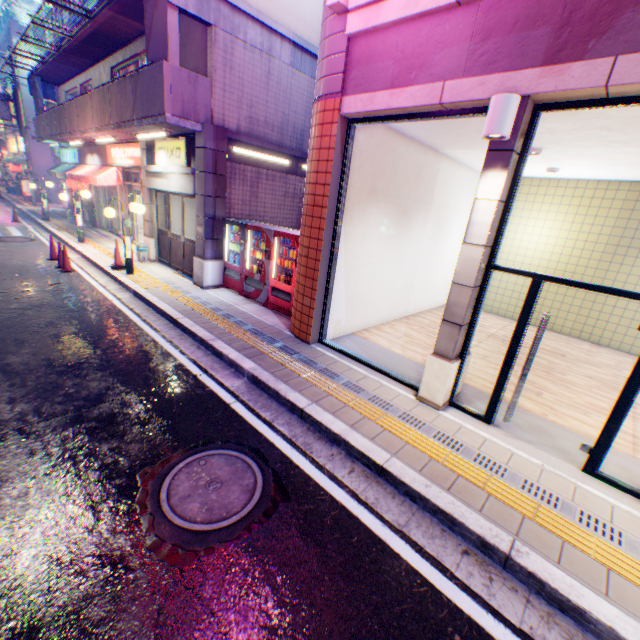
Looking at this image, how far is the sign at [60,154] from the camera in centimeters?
1694cm

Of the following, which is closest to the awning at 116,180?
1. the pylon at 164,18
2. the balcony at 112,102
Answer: the balcony at 112,102

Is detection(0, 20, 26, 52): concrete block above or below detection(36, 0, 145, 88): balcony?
above

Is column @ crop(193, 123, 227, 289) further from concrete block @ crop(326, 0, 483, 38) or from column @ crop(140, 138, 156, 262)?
concrete block @ crop(326, 0, 483, 38)

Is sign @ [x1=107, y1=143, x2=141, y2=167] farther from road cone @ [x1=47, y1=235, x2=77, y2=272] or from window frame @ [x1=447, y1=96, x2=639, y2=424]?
window frame @ [x1=447, y1=96, x2=639, y2=424]

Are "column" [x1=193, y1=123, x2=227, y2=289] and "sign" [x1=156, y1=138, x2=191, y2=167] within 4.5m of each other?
yes

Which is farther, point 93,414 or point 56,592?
point 93,414

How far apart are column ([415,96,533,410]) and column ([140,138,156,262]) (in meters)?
10.91
